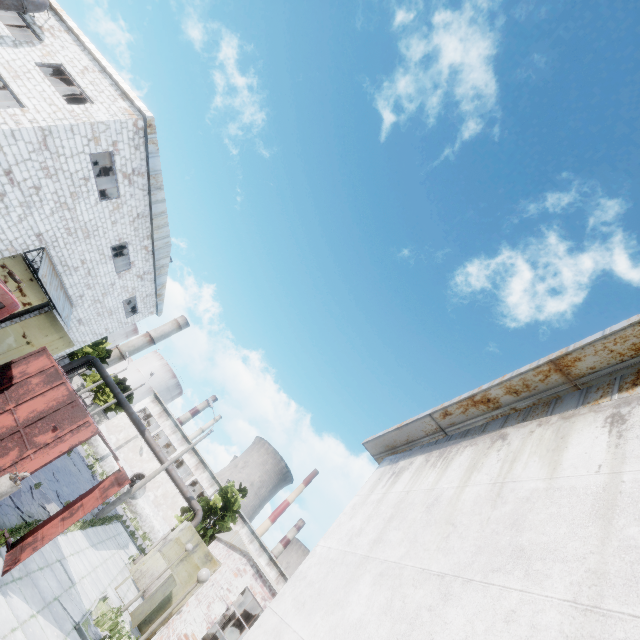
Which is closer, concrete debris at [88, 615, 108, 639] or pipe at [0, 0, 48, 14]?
concrete debris at [88, 615, 108, 639]

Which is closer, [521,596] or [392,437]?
[521,596]

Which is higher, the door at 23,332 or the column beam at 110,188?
the column beam at 110,188

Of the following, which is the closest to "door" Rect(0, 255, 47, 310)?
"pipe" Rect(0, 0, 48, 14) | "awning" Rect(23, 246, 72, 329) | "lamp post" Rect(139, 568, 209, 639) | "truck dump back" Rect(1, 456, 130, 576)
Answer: "awning" Rect(23, 246, 72, 329)

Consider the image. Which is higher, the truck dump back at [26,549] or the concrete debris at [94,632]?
the truck dump back at [26,549]

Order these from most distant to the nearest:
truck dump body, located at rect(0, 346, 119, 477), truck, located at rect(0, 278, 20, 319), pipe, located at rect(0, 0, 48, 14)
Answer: pipe, located at rect(0, 0, 48, 14), truck, located at rect(0, 278, 20, 319), truck dump body, located at rect(0, 346, 119, 477)

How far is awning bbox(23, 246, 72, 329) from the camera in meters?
16.5

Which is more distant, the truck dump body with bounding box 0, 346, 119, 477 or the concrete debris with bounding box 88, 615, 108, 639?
the concrete debris with bounding box 88, 615, 108, 639
